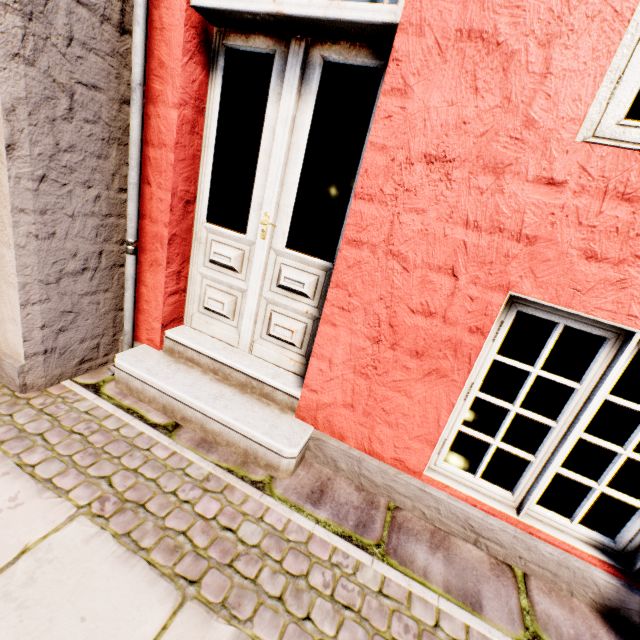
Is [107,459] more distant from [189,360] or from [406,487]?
[406,487]
